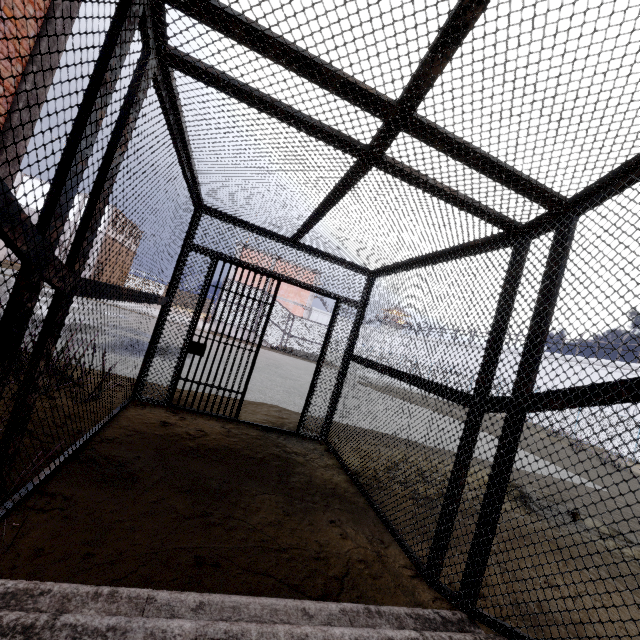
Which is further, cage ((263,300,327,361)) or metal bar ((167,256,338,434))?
cage ((263,300,327,361))

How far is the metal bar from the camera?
4.9m

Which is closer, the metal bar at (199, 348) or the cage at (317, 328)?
the metal bar at (199, 348)

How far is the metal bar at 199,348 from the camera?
4.9m

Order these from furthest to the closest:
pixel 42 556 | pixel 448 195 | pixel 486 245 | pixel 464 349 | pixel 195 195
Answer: pixel 464 349, pixel 195 195, pixel 486 245, pixel 448 195, pixel 42 556

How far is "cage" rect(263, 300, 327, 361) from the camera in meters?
23.3 m
